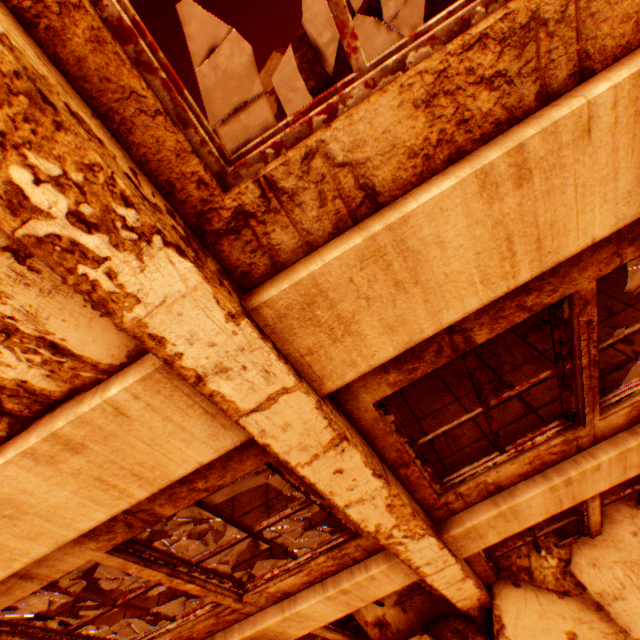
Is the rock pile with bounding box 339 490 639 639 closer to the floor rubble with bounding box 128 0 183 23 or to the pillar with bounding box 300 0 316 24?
the floor rubble with bounding box 128 0 183 23

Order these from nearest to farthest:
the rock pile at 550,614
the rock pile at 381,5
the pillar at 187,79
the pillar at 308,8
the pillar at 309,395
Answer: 1. the pillar at 309,395
2. the rock pile at 381,5
3. the rock pile at 550,614
4. the pillar at 187,79
5. the pillar at 308,8

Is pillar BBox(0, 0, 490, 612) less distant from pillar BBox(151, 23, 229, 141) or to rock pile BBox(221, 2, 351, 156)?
rock pile BBox(221, 2, 351, 156)

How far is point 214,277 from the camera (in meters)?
1.22

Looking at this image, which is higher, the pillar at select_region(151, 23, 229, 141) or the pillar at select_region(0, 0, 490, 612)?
the pillar at select_region(151, 23, 229, 141)

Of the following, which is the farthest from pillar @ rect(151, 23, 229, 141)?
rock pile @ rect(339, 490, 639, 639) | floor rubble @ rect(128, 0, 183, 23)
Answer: rock pile @ rect(339, 490, 639, 639)

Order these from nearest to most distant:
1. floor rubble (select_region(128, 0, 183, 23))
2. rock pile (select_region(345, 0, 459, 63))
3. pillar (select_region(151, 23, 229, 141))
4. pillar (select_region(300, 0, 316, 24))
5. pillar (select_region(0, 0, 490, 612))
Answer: pillar (select_region(0, 0, 490, 612)), rock pile (select_region(345, 0, 459, 63)), floor rubble (select_region(128, 0, 183, 23)), pillar (select_region(151, 23, 229, 141)), pillar (select_region(300, 0, 316, 24))

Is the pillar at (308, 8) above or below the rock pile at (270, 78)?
above
